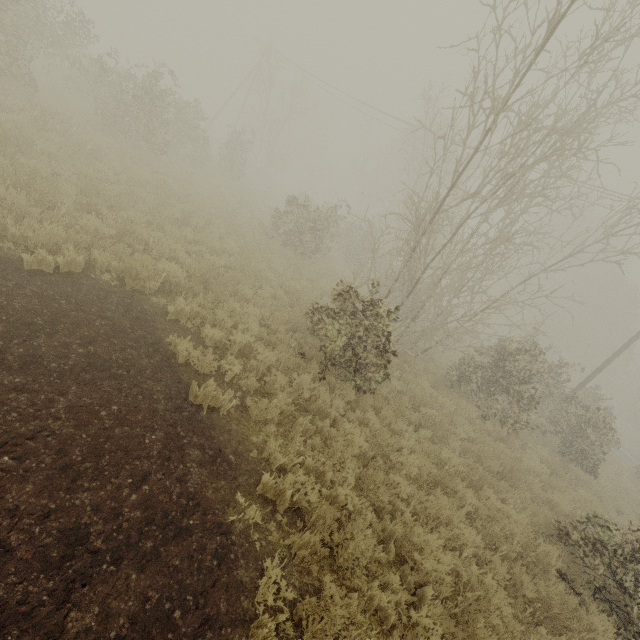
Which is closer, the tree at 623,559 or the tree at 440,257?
the tree at 623,559

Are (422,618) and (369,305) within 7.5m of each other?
yes

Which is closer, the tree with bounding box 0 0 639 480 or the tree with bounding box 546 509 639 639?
the tree with bounding box 546 509 639 639
